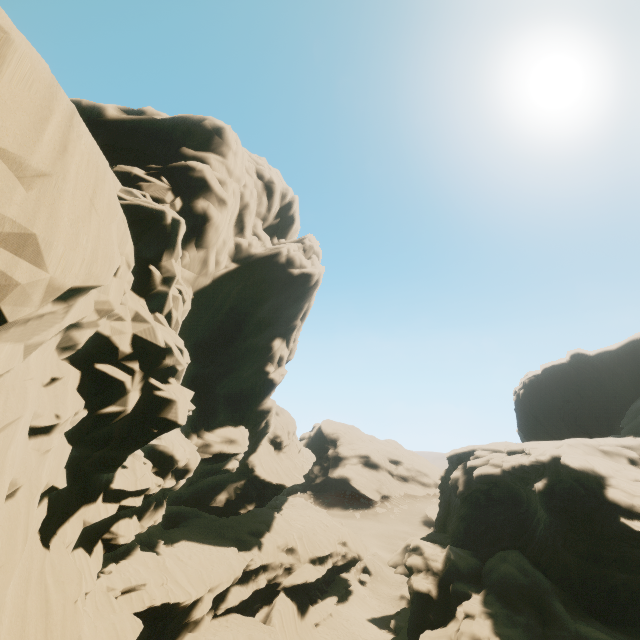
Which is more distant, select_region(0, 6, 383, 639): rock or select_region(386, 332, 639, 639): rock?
select_region(386, 332, 639, 639): rock

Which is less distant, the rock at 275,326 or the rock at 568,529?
the rock at 275,326

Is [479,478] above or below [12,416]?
below
